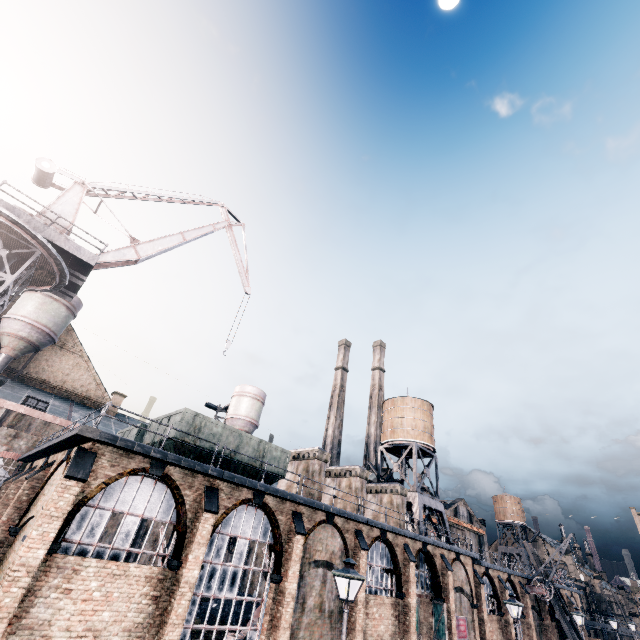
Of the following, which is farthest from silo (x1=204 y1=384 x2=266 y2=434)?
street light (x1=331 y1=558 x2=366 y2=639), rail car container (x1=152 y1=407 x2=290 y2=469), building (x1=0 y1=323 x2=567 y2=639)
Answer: street light (x1=331 y1=558 x2=366 y2=639)

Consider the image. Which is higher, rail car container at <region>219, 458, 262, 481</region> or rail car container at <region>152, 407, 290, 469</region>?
rail car container at <region>152, 407, 290, 469</region>

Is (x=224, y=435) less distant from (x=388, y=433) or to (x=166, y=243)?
(x=166, y=243)

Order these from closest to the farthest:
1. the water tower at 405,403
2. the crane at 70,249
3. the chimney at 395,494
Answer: the crane at 70,249
the chimney at 395,494
the water tower at 405,403

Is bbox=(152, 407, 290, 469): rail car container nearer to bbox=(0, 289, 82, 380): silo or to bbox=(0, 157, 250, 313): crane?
bbox=(0, 157, 250, 313): crane

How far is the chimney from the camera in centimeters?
2627cm

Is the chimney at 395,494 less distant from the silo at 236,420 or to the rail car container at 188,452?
the rail car container at 188,452

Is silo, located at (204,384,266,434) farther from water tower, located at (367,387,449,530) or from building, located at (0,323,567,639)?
water tower, located at (367,387,449,530)
